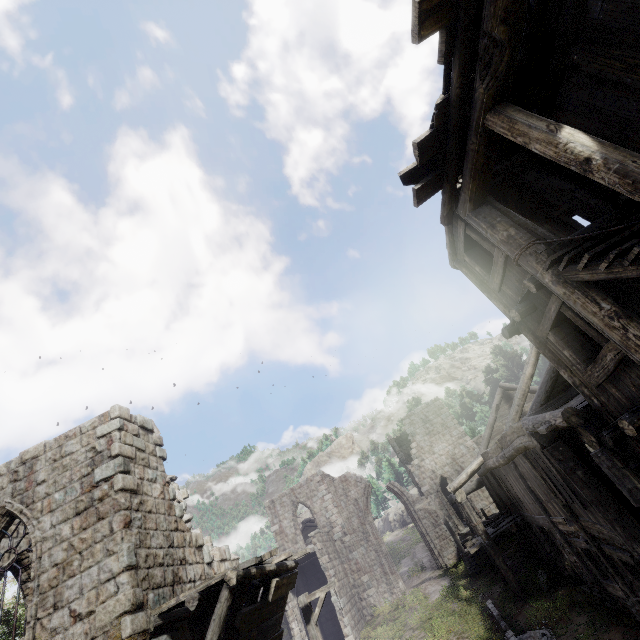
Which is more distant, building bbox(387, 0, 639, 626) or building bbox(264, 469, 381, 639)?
building bbox(264, 469, 381, 639)

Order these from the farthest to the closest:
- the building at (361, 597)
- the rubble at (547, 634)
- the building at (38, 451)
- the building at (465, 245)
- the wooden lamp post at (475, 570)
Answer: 1. the building at (361, 597)
2. the wooden lamp post at (475, 570)
3. the rubble at (547, 634)
4. the building at (38, 451)
5. the building at (465, 245)

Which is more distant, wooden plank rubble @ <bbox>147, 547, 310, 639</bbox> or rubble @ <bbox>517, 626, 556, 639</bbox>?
rubble @ <bbox>517, 626, 556, 639</bbox>

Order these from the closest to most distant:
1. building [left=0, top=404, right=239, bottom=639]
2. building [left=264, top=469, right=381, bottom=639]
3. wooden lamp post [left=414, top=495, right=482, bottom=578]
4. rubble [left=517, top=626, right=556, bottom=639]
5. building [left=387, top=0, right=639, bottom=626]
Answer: building [left=387, top=0, right=639, bottom=626]
building [left=0, top=404, right=239, bottom=639]
rubble [left=517, top=626, right=556, bottom=639]
wooden lamp post [left=414, top=495, right=482, bottom=578]
building [left=264, top=469, right=381, bottom=639]

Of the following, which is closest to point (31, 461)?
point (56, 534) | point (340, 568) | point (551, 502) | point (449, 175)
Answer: point (56, 534)

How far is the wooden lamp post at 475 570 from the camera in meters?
19.9 m

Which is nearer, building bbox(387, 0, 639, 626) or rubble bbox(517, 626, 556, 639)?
building bbox(387, 0, 639, 626)

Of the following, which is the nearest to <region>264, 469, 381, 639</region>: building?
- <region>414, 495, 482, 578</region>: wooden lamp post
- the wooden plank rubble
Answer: the wooden plank rubble
